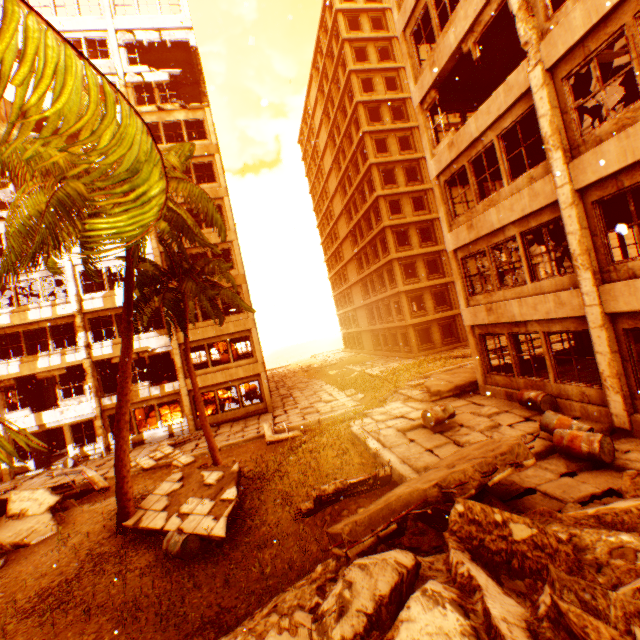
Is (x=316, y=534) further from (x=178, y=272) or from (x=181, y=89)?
(x=181, y=89)

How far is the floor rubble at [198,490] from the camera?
8.3 meters

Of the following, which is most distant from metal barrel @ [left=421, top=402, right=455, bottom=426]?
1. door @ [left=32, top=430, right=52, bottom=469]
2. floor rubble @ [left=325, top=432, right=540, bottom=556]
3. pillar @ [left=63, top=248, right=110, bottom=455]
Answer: door @ [left=32, top=430, right=52, bottom=469]

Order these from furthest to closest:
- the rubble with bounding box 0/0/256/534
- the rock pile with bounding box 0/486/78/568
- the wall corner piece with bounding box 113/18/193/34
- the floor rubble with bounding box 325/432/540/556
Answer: the wall corner piece with bounding box 113/18/193/34
the rock pile with bounding box 0/486/78/568
the floor rubble with bounding box 325/432/540/556
the rubble with bounding box 0/0/256/534

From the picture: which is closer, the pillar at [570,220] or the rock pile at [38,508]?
the pillar at [570,220]

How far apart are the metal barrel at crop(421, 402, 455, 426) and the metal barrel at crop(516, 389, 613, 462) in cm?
244

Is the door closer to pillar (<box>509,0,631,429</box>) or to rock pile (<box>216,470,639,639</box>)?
rock pile (<box>216,470,639,639</box>)

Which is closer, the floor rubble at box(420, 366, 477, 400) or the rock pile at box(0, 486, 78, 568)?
the rock pile at box(0, 486, 78, 568)
